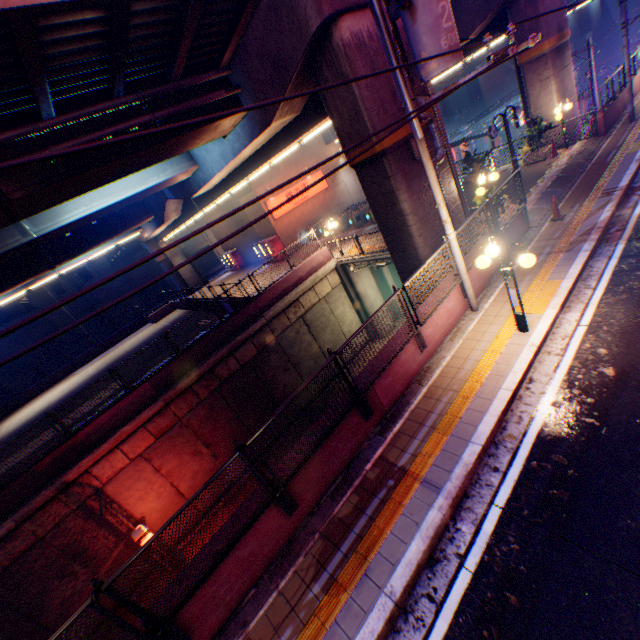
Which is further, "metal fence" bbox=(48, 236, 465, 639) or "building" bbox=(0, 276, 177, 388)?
"building" bbox=(0, 276, 177, 388)

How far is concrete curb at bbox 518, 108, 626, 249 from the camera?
11.3 meters

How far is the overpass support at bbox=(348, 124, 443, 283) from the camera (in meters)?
9.30

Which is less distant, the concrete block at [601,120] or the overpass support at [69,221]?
the overpass support at [69,221]

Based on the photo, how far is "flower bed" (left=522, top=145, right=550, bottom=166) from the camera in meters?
16.4

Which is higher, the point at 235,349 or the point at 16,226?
the point at 16,226

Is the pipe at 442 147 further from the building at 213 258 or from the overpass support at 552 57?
the building at 213 258

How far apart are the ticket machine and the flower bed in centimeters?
1157cm
